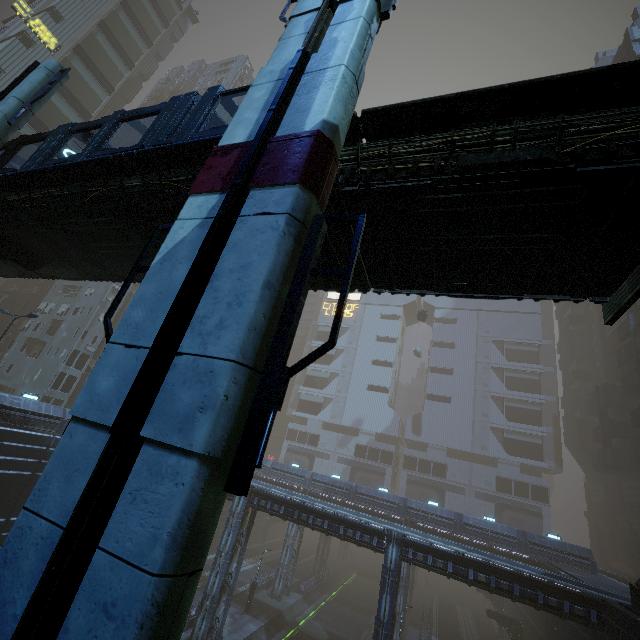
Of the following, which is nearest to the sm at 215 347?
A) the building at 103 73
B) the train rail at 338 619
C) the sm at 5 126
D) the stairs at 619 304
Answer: the train rail at 338 619

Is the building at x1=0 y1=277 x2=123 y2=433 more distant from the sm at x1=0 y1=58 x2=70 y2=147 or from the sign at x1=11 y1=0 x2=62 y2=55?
the sm at x1=0 y1=58 x2=70 y2=147

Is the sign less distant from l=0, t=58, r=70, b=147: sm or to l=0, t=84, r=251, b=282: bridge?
l=0, t=84, r=251, b=282: bridge

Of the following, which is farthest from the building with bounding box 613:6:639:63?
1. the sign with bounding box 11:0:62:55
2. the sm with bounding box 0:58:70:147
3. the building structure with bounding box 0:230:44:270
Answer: the building structure with bounding box 0:230:44:270

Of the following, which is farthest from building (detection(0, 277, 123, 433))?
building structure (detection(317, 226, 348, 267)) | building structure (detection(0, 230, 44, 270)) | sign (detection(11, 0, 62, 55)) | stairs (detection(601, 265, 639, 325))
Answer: building structure (detection(317, 226, 348, 267))

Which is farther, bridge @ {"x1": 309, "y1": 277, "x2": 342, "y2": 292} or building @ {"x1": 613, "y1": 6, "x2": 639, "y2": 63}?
building @ {"x1": 613, "y1": 6, "x2": 639, "y2": 63}

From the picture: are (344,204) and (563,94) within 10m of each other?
yes

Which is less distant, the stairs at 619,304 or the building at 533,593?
the stairs at 619,304
